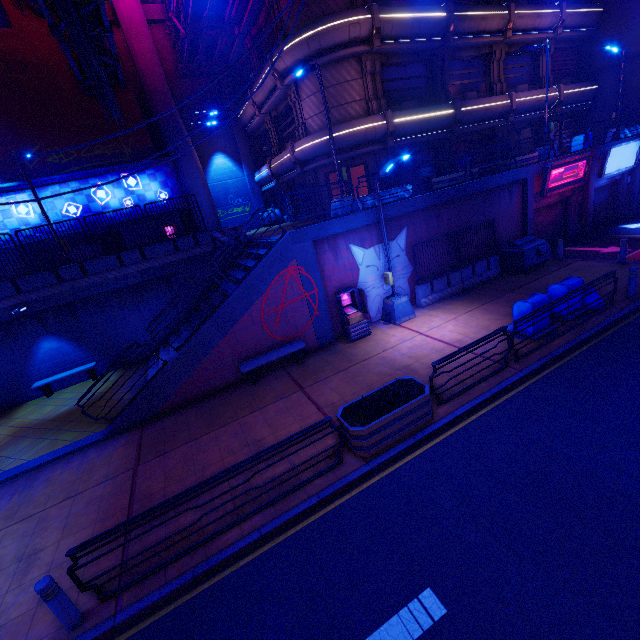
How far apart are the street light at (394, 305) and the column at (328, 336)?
2.13m

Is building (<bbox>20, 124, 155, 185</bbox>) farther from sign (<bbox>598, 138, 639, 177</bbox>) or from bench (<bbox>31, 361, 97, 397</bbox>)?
sign (<bbox>598, 138, 639, 177</bbox>)

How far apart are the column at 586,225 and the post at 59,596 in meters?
26.0

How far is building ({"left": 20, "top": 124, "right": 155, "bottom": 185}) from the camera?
18.1m

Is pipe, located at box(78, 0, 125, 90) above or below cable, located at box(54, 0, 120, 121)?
above

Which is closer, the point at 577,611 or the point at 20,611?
the point at 577,611

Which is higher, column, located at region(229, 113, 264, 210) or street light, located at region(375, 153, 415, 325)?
column, located at region(229, 113, 264, 210)

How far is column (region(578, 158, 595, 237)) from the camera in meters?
18.0 m
